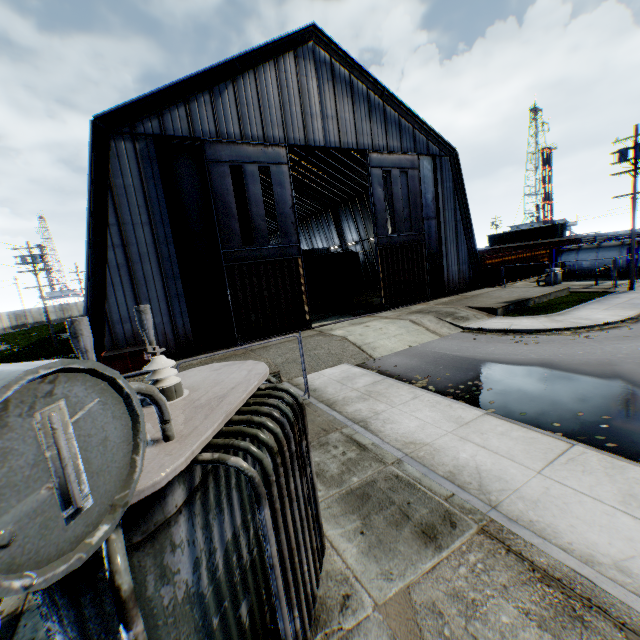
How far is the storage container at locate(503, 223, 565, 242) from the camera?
52.7 meters

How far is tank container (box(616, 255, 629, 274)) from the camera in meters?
26.5 m

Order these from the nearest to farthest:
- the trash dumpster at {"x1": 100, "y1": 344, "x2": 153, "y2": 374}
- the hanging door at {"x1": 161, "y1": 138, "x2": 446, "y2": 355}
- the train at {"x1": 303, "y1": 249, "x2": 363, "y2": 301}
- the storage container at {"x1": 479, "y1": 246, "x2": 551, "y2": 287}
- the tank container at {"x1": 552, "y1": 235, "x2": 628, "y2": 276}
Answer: the trash dumpster at {"x1": 100, "y1": 344, "x2": 153, "y2": 374}, the hanging door at {"x1": 161, "y1": 138, "x2": 446, "y2": 355}, the train at {"x1": 303, "y1": 249, "x2": 363, "y2": 301}, the tank container at {"x1": 552, "y1": 235, "x2": 628, "y2": 276}, the storage container at {"x1": 479, "y1": 246, "x2": 551, "y2": 287}

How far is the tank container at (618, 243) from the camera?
27.0 meters

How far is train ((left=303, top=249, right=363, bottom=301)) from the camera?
24.7 meters

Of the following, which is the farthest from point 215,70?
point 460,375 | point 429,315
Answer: point 460,375

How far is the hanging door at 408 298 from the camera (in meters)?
16.28

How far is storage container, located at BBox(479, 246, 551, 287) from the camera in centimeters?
3015cm
